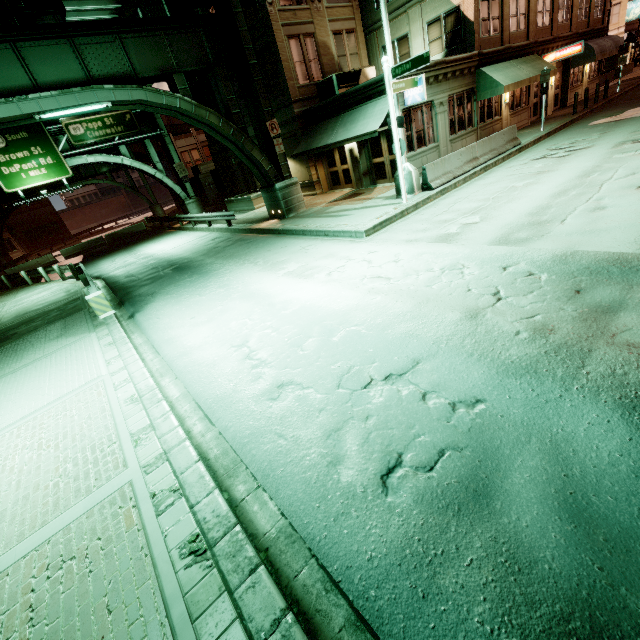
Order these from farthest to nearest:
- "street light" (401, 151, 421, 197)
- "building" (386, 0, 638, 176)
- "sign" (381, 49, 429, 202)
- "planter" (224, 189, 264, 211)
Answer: "planter" (224, 189, 264, 211), "building" (386, 0, 638, 176), "street light" (401, 151, 421, 197), "sign" (381, 49, 429, 202)

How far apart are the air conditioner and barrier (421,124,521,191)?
7.8 meters

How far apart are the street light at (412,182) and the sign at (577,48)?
17.7 meters

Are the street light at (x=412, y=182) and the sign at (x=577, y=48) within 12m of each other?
no

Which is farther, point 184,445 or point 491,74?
point 491,74

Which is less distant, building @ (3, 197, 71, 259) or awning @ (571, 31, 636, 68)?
awning @ (571, 31, 636, 68)

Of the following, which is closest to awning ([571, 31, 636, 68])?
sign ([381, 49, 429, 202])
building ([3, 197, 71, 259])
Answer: sign ([381, 49, 429, 202])

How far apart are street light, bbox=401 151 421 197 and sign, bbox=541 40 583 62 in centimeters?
1773cm
